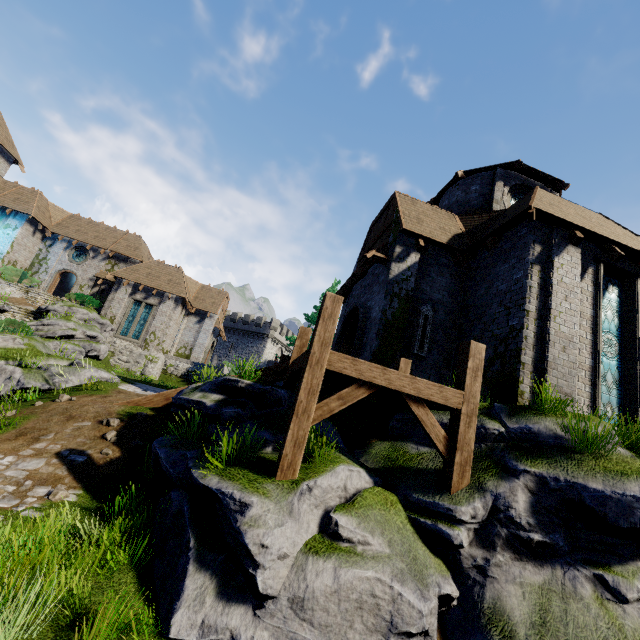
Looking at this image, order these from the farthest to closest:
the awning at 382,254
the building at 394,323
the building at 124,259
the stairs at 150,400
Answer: the building at 124,259, the awning at 382,254, the stairs at 150,400, the building at 394,323

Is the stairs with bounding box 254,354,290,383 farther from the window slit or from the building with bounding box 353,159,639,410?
Result: the window slit

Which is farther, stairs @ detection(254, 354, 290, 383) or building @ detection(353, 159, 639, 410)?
stairs @ detection(254, 354, 290, 383)

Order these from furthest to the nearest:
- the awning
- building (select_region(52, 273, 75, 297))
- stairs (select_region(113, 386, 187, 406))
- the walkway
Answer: building (select_region(52, 273, 75, 297)), the awning, stairs (select_region(113, 386, 187, 406)), the walkway

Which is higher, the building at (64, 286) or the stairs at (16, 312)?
the building at (64, 286)

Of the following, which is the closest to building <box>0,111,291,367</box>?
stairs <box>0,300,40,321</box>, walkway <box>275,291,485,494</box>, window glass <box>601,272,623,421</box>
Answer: stairs <box>0,300,40,321</box>

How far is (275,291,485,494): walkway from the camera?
5.29m

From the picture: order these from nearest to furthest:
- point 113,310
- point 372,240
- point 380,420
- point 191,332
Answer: point 380,420, point 372,240, point 113,310, point 191,332
